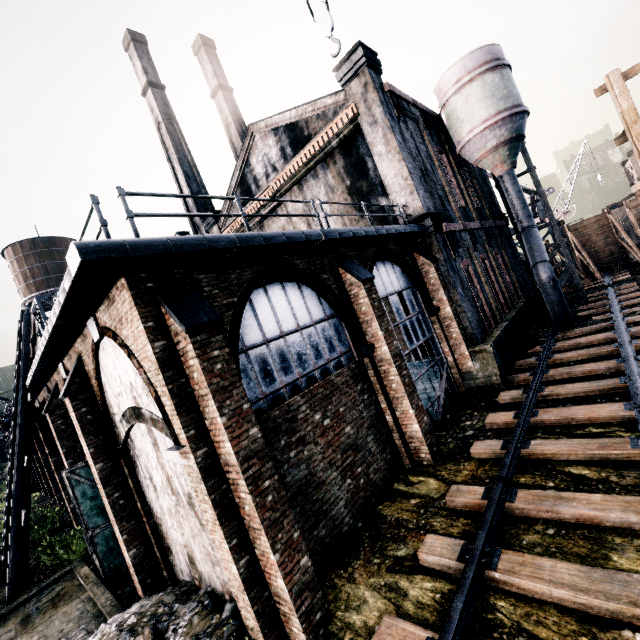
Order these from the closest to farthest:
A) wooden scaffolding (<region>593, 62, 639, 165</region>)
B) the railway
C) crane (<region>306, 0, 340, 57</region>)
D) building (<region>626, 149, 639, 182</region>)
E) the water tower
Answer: → the railway, crane (<region>306, 0, 340, 57</region>), wooden scaffolding (<region>593, 62, 639, 165</region>), the water tower, building (<region>626, 149, 639, 182</region>)

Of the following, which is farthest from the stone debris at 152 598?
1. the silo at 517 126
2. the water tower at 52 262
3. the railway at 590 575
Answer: the water tower at 52 262

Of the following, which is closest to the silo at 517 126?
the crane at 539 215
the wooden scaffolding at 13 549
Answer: the crane at 539 215

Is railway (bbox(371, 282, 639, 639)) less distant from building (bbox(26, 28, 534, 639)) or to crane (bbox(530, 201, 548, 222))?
building (bbox(26, 28, 534, 639))

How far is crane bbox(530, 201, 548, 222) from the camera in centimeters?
4509cm

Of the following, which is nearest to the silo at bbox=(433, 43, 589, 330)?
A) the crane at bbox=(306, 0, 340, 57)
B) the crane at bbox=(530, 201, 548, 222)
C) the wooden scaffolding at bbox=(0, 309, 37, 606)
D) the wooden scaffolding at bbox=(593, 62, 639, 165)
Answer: the wooden scaffolding at bbox=(593, 62, 639, 165)

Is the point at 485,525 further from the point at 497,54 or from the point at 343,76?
the point at 497,54

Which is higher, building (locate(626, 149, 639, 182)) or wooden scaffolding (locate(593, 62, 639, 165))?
building (locate(626, 149, 639, 182))
